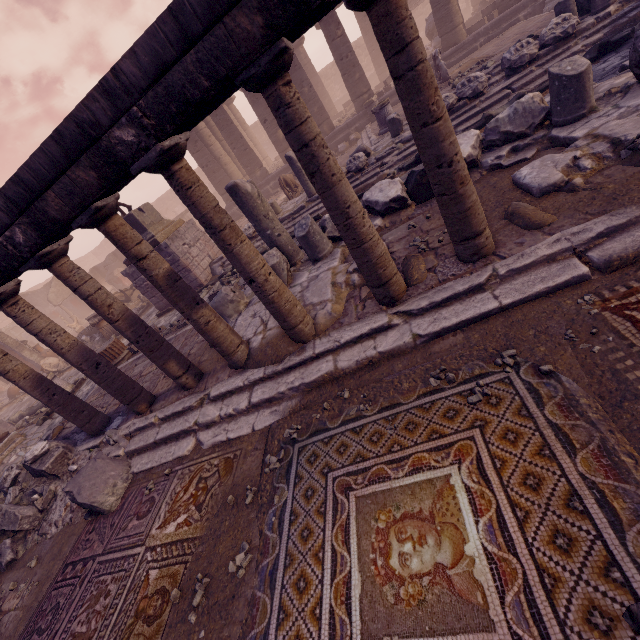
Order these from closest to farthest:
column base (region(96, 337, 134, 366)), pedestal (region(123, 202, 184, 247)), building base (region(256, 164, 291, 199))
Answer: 1. column base (region(96, 337, 134, 366))
2. pedestal (region(123, 202, 184, 247))
3. building base (region(256, 164, 291, 199))

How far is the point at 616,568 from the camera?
1.48m

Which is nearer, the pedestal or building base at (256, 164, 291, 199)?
the pedestal

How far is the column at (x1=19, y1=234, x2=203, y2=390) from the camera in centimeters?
380cm

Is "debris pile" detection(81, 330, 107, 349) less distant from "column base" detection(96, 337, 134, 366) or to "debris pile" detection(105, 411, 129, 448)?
"column base" detection(96, 337, 134, 366)

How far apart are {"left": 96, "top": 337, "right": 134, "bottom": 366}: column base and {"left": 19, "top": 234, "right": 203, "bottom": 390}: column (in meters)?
5.28

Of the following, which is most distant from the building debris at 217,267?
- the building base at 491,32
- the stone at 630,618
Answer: the stone at 630,618

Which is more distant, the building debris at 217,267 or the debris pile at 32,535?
the building debris at 217,267
